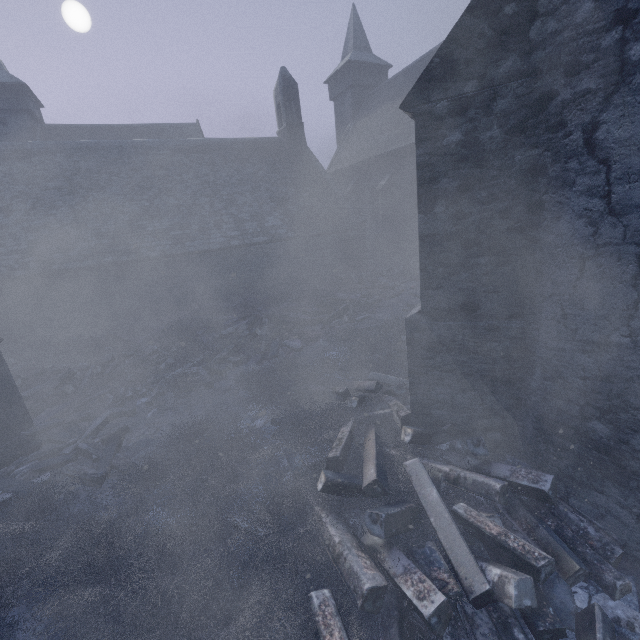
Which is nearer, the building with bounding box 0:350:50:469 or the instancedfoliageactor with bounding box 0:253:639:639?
the instancedfoliageactor with bounding box 0:253:639:639

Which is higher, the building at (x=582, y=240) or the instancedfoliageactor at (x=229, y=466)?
the building at (x=582, y=240)

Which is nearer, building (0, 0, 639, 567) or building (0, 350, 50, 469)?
building (0, 0, 639, 567)

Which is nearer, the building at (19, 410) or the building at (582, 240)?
the building at (582, 240)

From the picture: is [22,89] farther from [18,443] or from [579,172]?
[579,172]

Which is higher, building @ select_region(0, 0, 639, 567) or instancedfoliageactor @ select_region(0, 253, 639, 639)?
building @ select_region(0, 0, 639, 567)
